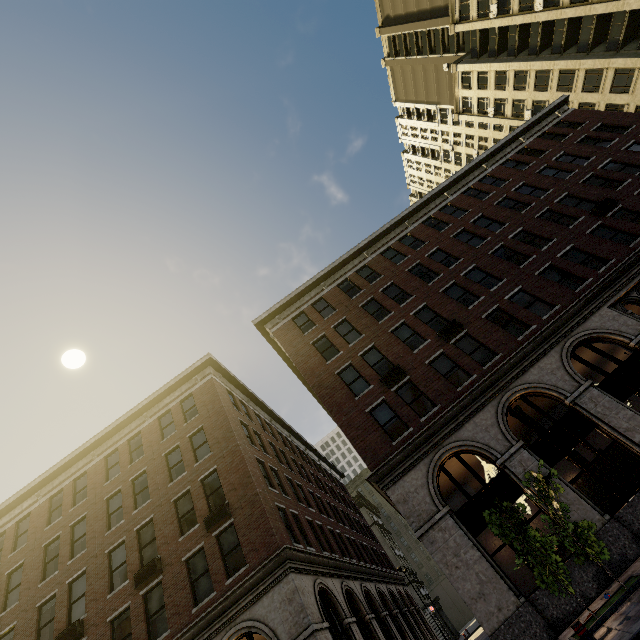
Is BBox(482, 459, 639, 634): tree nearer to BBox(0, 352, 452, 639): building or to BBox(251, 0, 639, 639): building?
BBox(251, 0, 639, 639): building

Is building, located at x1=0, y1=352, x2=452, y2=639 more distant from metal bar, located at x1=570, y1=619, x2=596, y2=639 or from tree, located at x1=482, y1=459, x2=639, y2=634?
metal bar, located at x1=570, y1=619, x2=596, y2=639

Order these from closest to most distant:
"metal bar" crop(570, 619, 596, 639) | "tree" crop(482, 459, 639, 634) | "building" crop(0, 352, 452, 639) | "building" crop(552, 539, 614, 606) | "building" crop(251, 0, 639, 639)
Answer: "metal bar" crop(570, 619, 596, 639) < "tree" crop(482, 459, 639, 634) < "building" crop(552, 539, 614, 606) < "building" crop(251, 0, 639, 639) < "building" crop(0, 352, 452, 639)

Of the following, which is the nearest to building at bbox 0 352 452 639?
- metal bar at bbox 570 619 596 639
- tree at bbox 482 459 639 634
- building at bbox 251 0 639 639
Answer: building at bbox 251 0 639 639

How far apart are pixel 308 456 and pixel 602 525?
26.3m

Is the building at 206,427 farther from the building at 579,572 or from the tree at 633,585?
the tree at 633,585

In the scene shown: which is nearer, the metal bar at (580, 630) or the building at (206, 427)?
the metal bar at (580, 630)
